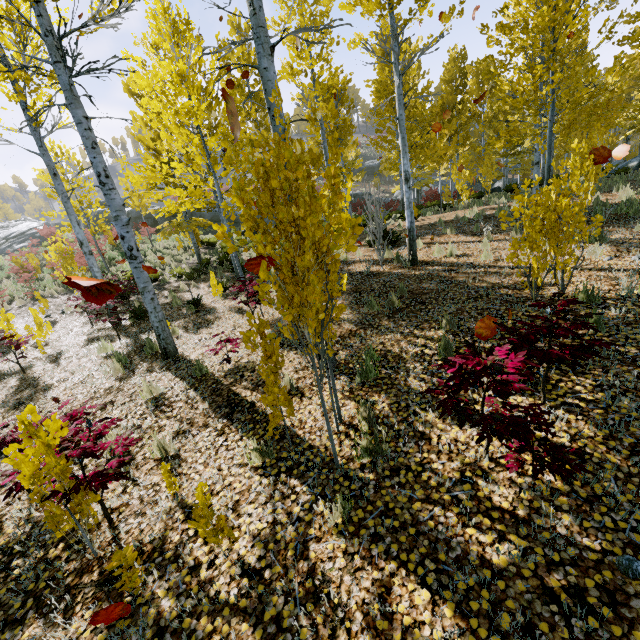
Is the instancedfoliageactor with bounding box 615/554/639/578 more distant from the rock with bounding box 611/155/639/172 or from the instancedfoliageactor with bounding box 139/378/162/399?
the rock with bounding box 611/155/639/172

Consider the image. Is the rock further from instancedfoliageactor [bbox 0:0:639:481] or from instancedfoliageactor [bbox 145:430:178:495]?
instancedfoliageactor [bbox 0:0:639:481]

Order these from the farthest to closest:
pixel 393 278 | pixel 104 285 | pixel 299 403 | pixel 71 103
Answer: pixel 393 278 → pixel 71 103 → pixel 299 403 → pixel 104 285

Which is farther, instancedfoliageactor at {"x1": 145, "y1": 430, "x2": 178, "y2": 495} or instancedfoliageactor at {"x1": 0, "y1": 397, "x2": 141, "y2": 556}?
instancedfoliageactor at {"x1": 145, "y1": 430, "x2": 178, "y2": 495}

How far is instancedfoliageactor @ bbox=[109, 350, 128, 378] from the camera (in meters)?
6.32

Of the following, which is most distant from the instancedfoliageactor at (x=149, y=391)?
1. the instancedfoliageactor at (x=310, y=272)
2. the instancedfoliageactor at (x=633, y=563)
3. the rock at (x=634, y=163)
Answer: the instancedfoliageactor at (x=633, y=563)

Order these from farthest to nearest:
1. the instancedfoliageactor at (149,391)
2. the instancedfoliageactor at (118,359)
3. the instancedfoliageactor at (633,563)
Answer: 1. the instancedfoliageactor at (118,359)
2. the instancedfoliageactor at (149,391)
3. the instancedfoliageactor at (633,563)
